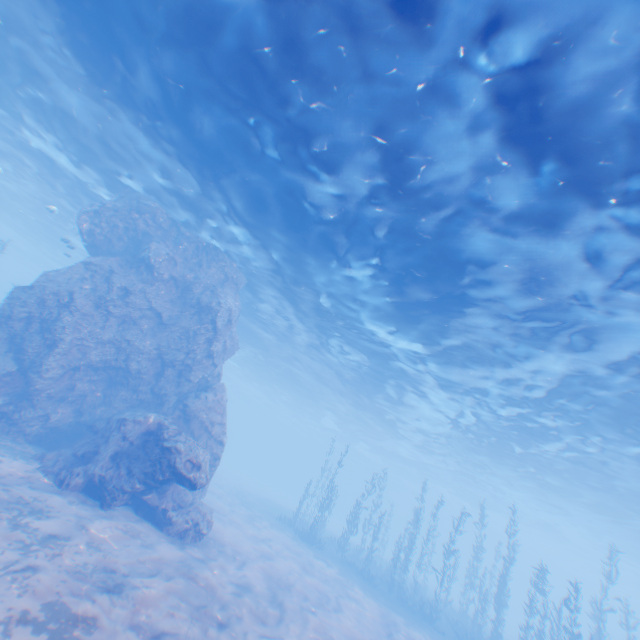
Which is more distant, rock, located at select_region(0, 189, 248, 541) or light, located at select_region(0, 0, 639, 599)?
rock, located at select_region(0, 189, 248, 541)

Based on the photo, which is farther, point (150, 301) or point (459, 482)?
point (459, 482)

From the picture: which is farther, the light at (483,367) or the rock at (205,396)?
the rock at (205,396)

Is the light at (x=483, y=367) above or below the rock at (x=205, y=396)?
above

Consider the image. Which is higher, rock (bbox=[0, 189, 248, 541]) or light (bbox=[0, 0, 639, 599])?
light (bbox=[0, 0, 639, 599])
